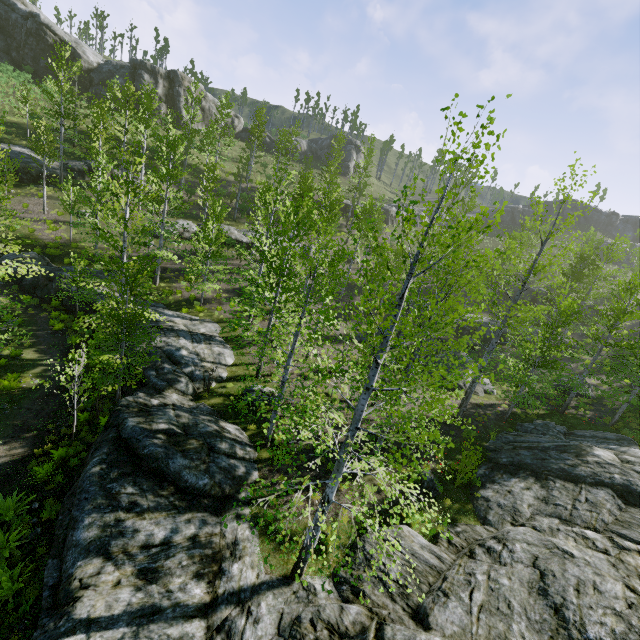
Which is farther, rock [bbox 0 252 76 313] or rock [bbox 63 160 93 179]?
rock [bbox 63 160 93 179]

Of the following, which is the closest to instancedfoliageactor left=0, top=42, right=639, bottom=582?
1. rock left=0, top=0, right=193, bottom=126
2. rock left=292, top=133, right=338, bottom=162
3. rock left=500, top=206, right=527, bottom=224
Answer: rock left=0, top=0, right=193, bottom=126

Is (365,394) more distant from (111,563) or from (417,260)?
(111,563)

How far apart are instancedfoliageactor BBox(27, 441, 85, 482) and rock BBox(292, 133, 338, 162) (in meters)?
55.65

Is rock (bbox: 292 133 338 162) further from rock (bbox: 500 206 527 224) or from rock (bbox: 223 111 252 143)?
rock (bbox: 500 206 527 224)

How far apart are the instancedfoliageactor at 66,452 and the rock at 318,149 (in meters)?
55.65

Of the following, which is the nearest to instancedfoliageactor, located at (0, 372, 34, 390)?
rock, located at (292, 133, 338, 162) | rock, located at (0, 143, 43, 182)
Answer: rock, located at (0, 143, 43, 182)

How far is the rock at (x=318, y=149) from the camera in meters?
56.4
